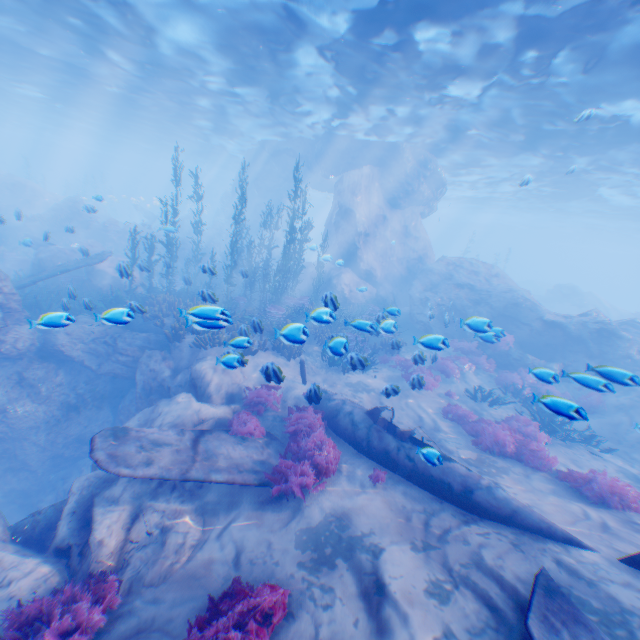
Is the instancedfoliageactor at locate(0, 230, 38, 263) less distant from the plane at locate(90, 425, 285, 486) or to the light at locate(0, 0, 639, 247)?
the plane at locate(90, 425, 285, 486)

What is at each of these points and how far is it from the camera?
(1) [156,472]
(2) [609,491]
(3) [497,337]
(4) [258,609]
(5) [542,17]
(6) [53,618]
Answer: (1) plane, 6.0 meters
(2) instancedfoliageactor, 7.3 meters
(3) instancedfoliageactor, 9.5 meters
(4) instancedfoliageactor, 4.3 meters
(5) light, 9.4 meters
(6) instancedfoliageactor, 4.4 meters

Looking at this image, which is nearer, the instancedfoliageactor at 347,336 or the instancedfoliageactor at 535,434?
the instancedfoliageactor at 347,336

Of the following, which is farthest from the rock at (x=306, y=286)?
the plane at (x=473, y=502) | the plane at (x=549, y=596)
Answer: the plane at (x=549, y=596)

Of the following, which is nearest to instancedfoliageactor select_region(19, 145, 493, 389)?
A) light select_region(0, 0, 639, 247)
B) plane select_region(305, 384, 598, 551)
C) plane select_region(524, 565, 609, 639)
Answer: plane select_region(305, 384, 598, 551)

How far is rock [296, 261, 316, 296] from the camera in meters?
22.8

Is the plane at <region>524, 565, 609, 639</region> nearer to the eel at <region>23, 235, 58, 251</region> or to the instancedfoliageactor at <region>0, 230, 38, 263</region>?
the instancedfoliageactor at <region>0, 230, 38, 263</region>

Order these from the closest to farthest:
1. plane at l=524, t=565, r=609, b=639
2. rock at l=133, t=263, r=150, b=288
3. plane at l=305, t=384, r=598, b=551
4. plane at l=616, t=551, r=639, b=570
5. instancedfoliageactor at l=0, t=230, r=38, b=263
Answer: plane at l=524, t=565, r=609, b=639 < plane at l=616, t=551, r=639, b=570 < plane at l=305, t=384, r=598, b=551 < rock at l=133, t=263, r=150, b=288 < instancedfoliageactor at l=0, t=230, r=38, b=263
